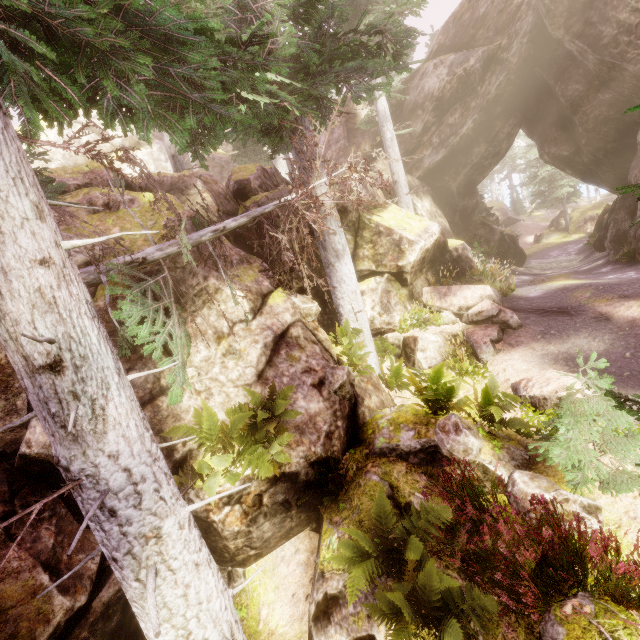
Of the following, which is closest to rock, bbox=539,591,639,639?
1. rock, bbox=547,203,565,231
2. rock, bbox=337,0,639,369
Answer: rock, bbox=337,0,639,369

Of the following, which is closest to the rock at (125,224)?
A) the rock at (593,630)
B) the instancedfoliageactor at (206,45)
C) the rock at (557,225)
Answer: the instancedfoliageactor at (206,45)

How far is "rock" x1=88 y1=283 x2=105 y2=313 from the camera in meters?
6.1

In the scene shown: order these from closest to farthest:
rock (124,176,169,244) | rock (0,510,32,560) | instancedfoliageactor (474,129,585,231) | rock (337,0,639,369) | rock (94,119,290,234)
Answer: rock (0,510,32,560), rock (124,176,169,244), rock (94,119,290,234), rock (337,0,639,369), instancedfoliageactor (474,129,585,231)

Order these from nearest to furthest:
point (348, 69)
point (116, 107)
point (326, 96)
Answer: point (116, 107)
point (348, 69)
point (326, 96)

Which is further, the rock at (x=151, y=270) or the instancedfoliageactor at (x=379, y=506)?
the rock at (x=151, y=270)

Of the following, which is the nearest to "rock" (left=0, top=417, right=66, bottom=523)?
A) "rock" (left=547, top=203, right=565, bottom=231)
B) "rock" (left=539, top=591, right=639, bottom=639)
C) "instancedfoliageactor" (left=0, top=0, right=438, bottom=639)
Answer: "instancedfoliageactor" (left=0, top=0, right=438, bottom=639)

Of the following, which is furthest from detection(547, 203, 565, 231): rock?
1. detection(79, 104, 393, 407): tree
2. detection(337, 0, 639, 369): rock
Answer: detection(79, 104, 393, 407): tree
